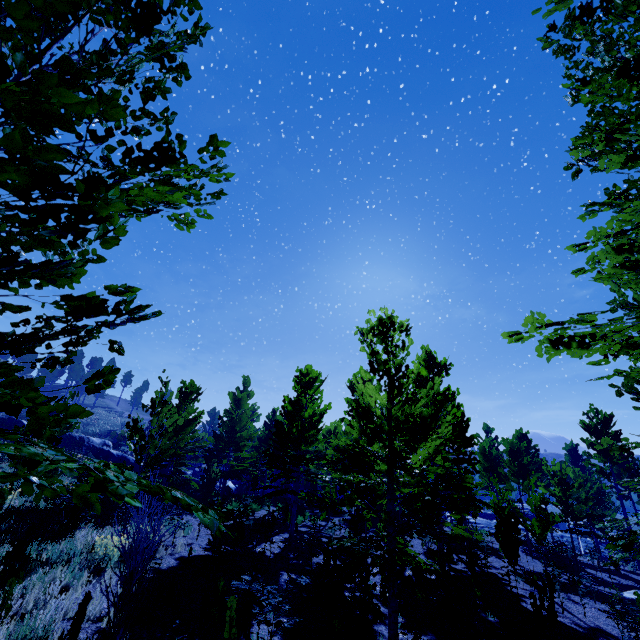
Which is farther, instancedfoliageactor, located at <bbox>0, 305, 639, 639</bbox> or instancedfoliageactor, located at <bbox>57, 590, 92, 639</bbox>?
instancedfoliageactor, located at <bbox>57, 590, 92, 639</bbox>

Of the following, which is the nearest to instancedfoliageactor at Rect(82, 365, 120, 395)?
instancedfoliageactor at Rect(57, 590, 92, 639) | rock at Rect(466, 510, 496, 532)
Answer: instancedfoliageactor at Rect(57, 590, 92, 639)

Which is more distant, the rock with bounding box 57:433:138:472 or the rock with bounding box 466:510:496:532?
the rock with bounding box 466:510:496:532

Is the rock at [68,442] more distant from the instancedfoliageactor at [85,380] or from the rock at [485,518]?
the rock at [485,518]

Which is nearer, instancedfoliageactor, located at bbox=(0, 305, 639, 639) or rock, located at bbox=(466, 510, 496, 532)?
instancedfoliageactor, located at bbox=(0, 305, 639, 639)

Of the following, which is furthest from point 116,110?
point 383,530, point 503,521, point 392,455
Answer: point 503,521

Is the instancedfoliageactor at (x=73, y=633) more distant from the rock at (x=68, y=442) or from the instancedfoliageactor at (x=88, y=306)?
the rock at (x=68, y=442)

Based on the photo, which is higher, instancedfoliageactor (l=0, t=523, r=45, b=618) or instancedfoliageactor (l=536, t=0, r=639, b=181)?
instancedfoliageactor (l=536, t=0, r=639, b=181)
